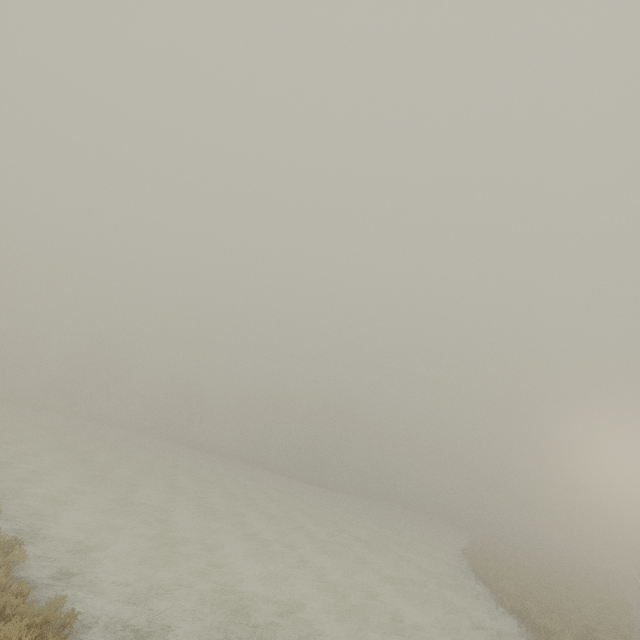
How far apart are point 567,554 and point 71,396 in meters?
86.6 m
